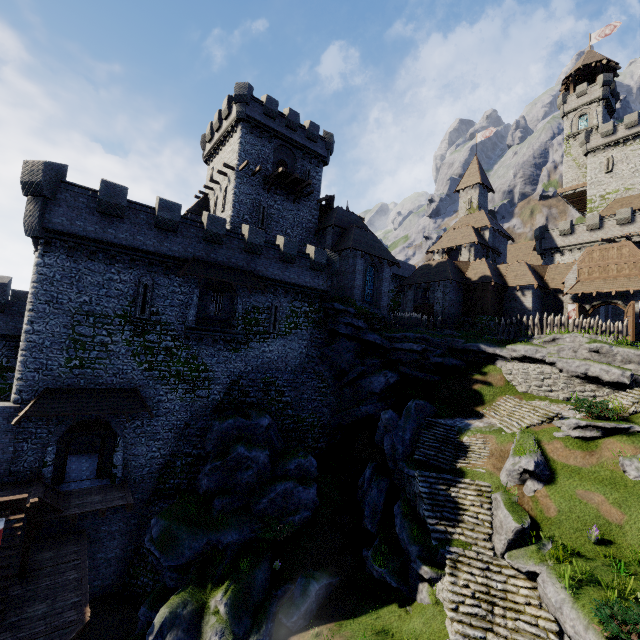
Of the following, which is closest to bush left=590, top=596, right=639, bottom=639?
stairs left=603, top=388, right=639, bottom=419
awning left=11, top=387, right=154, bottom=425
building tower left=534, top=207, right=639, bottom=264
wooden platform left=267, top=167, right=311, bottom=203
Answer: stairs left=603, top=388, right=639, bottom=419

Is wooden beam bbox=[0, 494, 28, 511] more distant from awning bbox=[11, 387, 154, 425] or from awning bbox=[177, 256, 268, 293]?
awning bbox=[177, 256, 268, 293]

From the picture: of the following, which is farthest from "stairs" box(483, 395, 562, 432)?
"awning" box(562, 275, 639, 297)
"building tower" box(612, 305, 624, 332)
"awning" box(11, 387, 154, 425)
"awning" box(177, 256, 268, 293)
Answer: "building tower" box(612, 305, 624, 332)

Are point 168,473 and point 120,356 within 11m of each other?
yes

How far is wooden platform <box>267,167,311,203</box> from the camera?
30.3 meters

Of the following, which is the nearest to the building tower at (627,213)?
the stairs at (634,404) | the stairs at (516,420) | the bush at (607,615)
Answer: the stairs at (634,404)

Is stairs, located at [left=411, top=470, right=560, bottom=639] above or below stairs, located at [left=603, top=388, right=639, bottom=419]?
below

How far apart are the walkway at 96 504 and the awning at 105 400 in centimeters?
364cm
